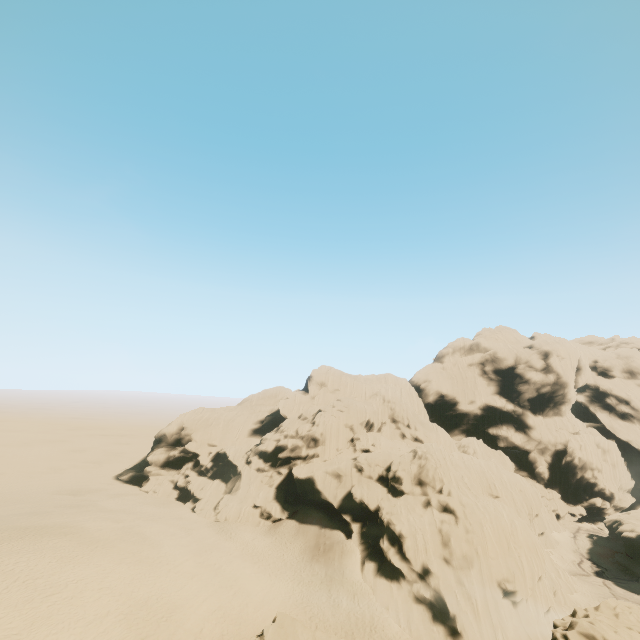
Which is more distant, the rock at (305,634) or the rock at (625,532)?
the rock at (625,532)

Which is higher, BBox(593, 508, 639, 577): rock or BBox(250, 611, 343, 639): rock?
BBox(250, 611, 343, 639): rock

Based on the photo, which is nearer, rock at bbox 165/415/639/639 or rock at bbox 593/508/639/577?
rock at bbox 165/415/639/639

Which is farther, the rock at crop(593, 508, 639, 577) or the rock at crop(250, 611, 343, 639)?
the rock at crop(593, 508, 639, 577)

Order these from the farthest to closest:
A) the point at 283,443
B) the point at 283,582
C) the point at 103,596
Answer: the point at 283,443 → the point at 283,582 → the point at 103,596

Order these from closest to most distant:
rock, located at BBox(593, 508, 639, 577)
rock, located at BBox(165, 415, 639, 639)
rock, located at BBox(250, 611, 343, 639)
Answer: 1. rock, located at BBox(250, 611, 343, 639)
2. rock, located at BBox(165, 415, 639, 639)
3. rock, located at BBox(593, 508, 639, 577)

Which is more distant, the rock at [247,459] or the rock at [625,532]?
the rock at [625,532]
